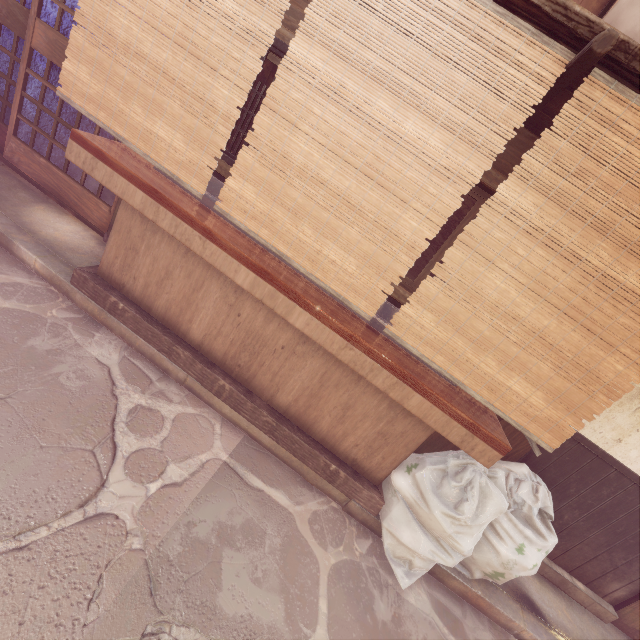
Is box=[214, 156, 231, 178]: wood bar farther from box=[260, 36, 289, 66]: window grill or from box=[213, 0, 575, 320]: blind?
box=[213, 0, 575, 320]: blind

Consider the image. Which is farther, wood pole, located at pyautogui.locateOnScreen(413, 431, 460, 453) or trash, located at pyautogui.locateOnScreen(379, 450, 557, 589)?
wood pole, located at pyautogui.locateOnScreen(413, 431, 460, 453)

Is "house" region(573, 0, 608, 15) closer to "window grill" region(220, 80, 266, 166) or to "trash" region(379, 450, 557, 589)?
"window grill" region(220, 80, 266, 166)

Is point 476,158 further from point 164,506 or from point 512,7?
point 164,506

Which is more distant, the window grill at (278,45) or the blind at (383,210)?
→ the window grill at (278,45)

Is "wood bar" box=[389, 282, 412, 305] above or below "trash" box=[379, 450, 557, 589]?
above

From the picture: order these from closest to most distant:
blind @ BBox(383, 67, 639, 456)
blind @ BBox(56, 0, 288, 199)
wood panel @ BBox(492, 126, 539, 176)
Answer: blind @ BBox(383, 67, 639, 456)
blind @ BBox(56, 0, 288, 199)
wood panel @ BBox(492, 126, 539, 176)

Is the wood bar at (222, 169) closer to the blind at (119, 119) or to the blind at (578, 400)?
the blind at (578, 400)
